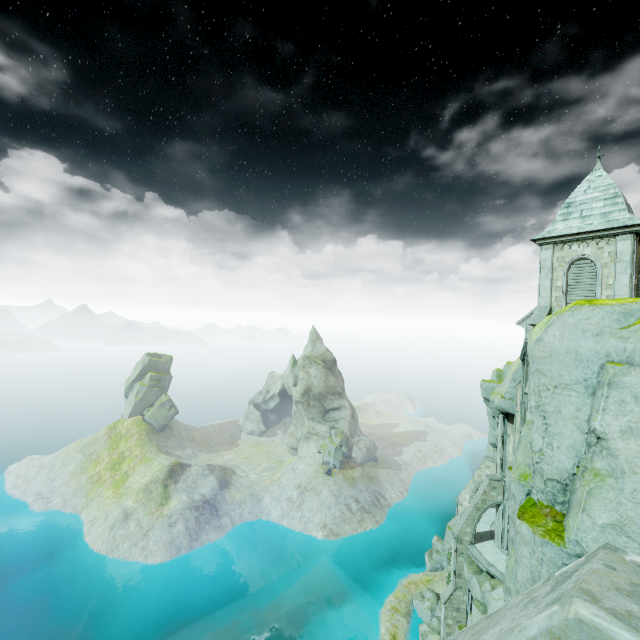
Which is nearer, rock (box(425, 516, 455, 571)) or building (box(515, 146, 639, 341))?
building (box(515, 146, 639, 341))

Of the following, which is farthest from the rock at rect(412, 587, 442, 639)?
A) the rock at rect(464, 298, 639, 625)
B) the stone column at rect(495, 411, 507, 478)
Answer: the rock at rect(464, 298, 639, 625)

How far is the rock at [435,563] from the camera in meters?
45.3 m

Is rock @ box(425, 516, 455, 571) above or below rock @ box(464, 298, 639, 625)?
below

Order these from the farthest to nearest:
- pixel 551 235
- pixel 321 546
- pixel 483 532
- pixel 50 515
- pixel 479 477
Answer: pixel 50 515 → pixel 321 546 → pixel 479 477 → pixel 483 532 → pixel 551 235

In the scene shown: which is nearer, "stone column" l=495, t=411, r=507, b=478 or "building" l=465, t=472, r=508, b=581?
"building" l=465, t=472, r=508, b=581

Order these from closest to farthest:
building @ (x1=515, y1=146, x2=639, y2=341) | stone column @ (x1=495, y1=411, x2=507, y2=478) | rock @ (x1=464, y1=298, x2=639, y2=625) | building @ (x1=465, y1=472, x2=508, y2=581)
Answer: rock @ (x1=464, y1=298, x2=639, y2=625) → building @ (x1=515, y1=146, x2=639, y2=341) → building @ (x1=465, y1=472, x2=508, y2=581) → stone column @ (x1=495, y1=411, x2=507, y2=478)

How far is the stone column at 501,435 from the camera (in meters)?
30.22
